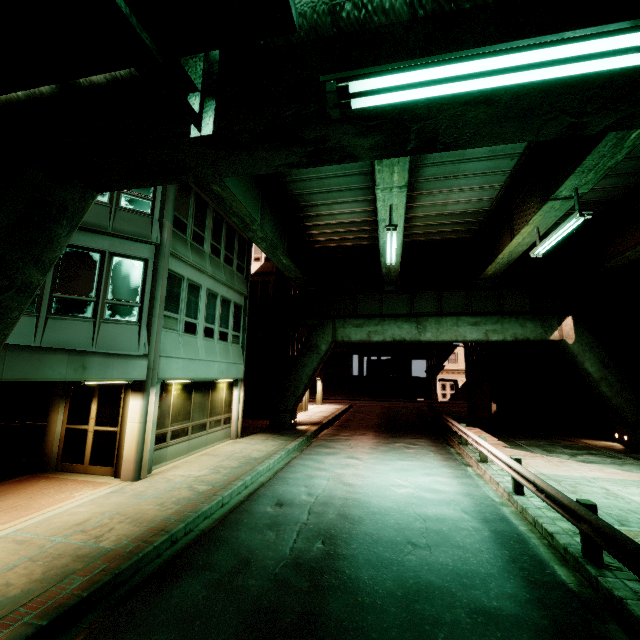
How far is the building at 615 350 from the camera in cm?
1931

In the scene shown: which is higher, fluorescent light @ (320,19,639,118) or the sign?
fluorescent light @ (320,19,639,118)

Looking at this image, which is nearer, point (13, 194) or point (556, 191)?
point (13, 194)

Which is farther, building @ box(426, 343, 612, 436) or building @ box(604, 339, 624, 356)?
building @ box(426, 343, 612, 436)

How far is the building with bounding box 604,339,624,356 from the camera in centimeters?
1931cm

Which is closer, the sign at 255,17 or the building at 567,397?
the sign at 255,17

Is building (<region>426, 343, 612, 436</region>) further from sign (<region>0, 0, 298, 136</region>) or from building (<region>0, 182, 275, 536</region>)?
sign (<region>0, 0, 298, 136</region>)

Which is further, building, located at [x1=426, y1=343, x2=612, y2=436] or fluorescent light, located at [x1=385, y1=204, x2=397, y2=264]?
building, located at [x1=426, y1=343, x2=612, y2=436]
